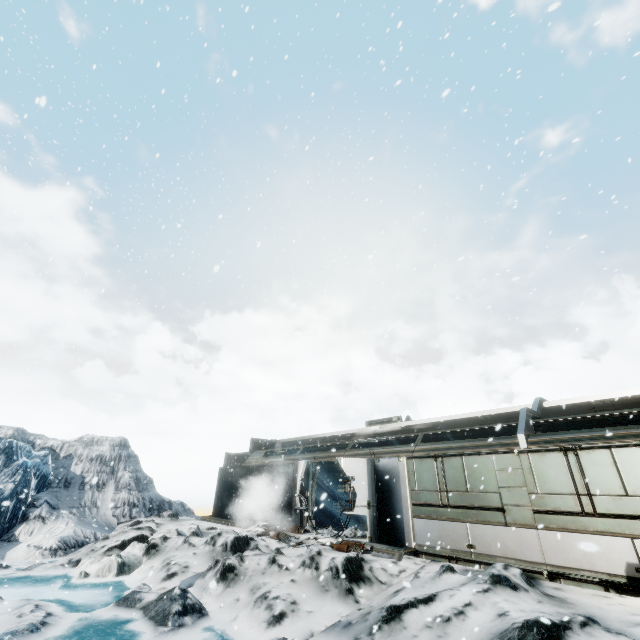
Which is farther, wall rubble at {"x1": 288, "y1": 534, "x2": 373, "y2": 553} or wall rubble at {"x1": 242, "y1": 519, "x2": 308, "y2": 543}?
wall rubble at {"x1": 242, "y1": 519, "x2": 308, "y2": 543}

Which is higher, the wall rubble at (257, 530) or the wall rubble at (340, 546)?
the wall rubble at (340, 546)

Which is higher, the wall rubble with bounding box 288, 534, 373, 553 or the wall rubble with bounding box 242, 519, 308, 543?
the wall rubble with bounding box 288, 534, 373, 553

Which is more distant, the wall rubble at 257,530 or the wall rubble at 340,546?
the wall rubble at 257,530

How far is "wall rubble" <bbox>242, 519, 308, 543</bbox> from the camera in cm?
1230

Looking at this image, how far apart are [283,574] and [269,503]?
7.81m

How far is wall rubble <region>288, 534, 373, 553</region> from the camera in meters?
10.0
